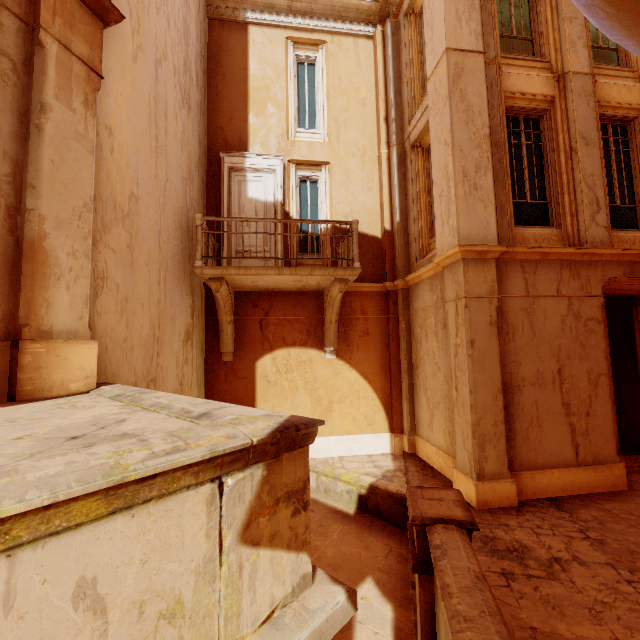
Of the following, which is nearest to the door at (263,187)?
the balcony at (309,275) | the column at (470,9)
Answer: the balcony at (309,275)

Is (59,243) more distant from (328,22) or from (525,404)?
(328,22)

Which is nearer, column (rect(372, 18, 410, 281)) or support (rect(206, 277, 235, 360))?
support (rect(206, 277, 235, 360))

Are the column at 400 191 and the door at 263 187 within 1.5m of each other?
no

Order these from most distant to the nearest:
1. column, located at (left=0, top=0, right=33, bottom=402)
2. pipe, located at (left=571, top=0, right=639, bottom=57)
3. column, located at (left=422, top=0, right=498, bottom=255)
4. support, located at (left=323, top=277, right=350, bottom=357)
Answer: support, located at (left=323, top=277, right=350, bottom=357) → column, located at (left=422, top=0, right=498, bottom=255) → column, located at (left=0, top=0, right=33, bottom=402) → pipe, located at (left=571, top=0, right=639, bottom=57)

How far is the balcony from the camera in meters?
6.7

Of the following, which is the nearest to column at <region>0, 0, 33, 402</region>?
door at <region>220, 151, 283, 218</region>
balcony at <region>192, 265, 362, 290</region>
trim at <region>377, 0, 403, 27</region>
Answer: balcony at <region>192, 265, 362, 290</region>

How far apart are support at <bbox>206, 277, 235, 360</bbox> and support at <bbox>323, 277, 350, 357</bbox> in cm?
232
